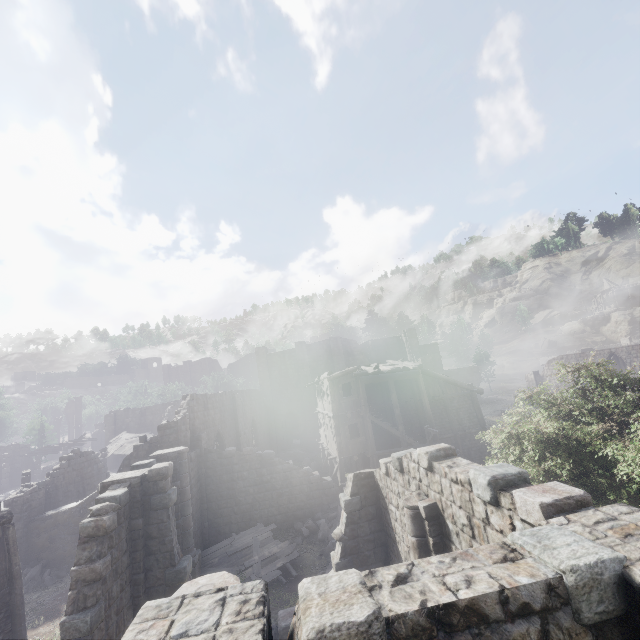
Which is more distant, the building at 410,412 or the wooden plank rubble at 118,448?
the wooden plank rubble at 118,448

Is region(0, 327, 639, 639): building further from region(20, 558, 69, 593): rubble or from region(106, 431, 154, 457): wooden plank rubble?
region(106, 431, 154, 457): wooden plank rubble

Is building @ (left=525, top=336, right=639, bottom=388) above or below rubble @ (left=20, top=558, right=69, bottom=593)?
above

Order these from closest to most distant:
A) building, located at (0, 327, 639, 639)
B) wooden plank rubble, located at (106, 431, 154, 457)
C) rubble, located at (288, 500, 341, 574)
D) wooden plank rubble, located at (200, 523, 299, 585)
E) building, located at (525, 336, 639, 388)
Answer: building, located at (0, 327, 639, 639) → wooden plank rubble, located at (200, 523, 299, 585) → rubble, located at (288, 500, 341, 574) → wooden plank rubble, located at (106, 431, 154, 457) → building, located at (525, 336, 639, 388)

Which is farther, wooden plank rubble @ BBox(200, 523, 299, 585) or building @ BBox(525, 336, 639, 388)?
building @ BBox(525, 336, 639, 388)

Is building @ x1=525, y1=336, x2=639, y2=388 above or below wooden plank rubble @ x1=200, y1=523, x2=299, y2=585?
above

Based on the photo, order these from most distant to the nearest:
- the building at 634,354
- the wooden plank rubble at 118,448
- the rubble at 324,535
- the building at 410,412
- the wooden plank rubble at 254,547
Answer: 1. the building at 634,354
2. the wooden plank rubble at 118,448
3. the rubble at 324,535
4. the wooden plank rubble at 254,547
5. the building at 410,412

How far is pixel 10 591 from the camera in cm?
1105
